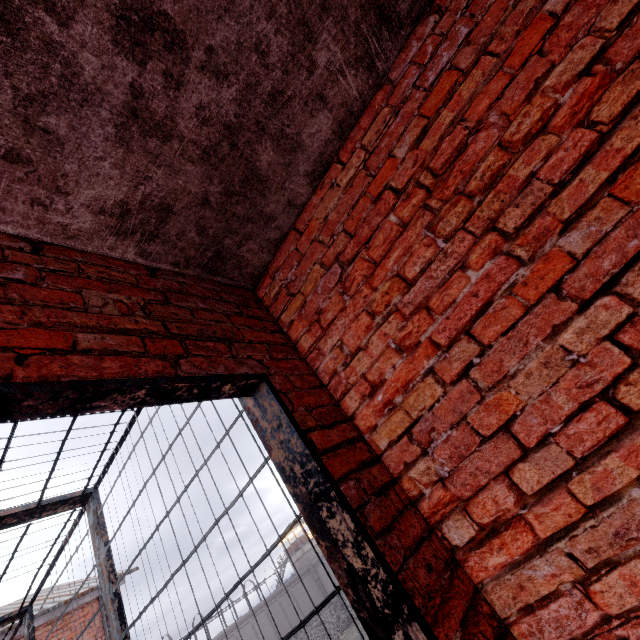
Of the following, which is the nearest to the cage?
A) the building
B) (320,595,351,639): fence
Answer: (320,595,351,639): fence

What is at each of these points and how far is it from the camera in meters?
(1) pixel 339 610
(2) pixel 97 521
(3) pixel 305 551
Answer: (1) fence, 40.5
(2) cage, 2.4
(3) building, 53.3

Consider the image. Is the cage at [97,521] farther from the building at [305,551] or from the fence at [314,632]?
the building at [305,551]

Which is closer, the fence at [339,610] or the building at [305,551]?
the fence at [339,610]

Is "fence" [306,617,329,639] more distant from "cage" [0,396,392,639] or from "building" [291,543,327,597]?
"building" [291,543,327,597]

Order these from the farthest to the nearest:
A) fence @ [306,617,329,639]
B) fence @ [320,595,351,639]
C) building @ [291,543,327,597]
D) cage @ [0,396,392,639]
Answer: building @ [291,543,327,597] < fence @ [320,595,351,639] < fence @ [306,617,329,639] < cage @ [0,396,392,639]
